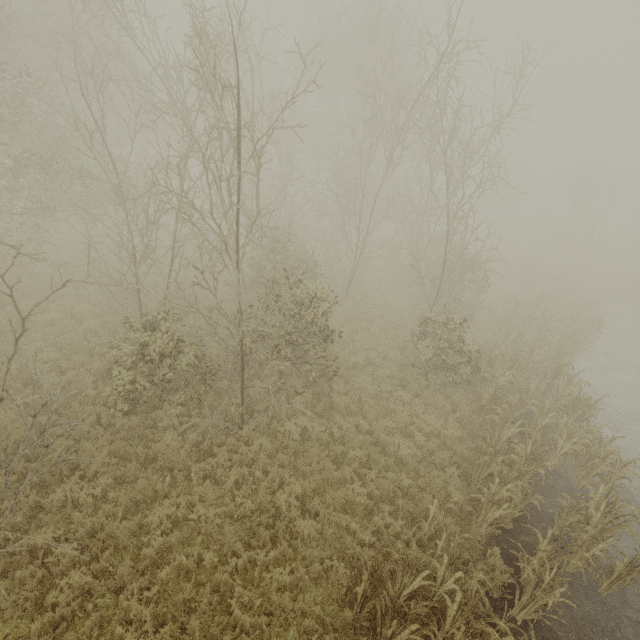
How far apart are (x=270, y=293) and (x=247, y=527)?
4.6 meters
